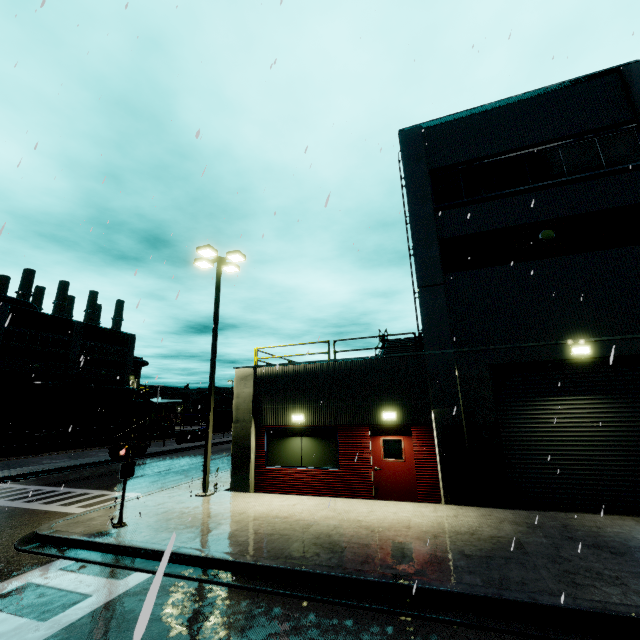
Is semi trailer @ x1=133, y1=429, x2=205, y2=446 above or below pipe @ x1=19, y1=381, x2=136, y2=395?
below

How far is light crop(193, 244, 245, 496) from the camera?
12.5m

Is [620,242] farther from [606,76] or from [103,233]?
[103,233]

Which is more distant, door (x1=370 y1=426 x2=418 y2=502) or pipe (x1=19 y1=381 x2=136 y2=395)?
pipe (x1=19 y1=381 x2=136 y2=395)

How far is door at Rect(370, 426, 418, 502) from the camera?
10.99m

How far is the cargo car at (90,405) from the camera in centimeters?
3450cm

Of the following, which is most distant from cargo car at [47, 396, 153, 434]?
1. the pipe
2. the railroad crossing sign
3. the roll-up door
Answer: the roll-up door

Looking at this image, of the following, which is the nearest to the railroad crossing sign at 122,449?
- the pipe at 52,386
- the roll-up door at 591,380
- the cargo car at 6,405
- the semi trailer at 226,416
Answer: the cargo car at 6,405
